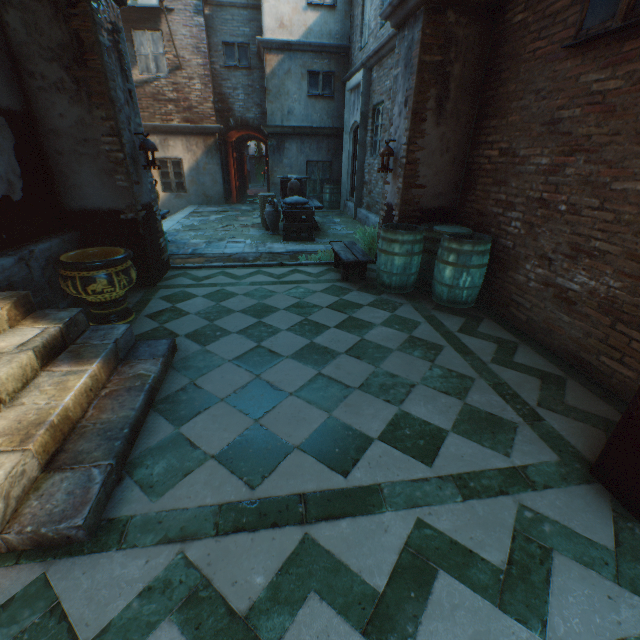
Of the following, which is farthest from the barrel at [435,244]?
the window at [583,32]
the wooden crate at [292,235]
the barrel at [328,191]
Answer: the barrel at [328,191]

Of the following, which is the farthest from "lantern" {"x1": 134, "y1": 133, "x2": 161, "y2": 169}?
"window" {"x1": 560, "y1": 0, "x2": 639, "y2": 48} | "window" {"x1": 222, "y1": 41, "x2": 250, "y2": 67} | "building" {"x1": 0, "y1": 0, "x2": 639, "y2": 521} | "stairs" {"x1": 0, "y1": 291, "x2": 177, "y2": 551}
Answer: "window" {"x1": 222, "y1": 41, "x2": 250, "y2": 67}

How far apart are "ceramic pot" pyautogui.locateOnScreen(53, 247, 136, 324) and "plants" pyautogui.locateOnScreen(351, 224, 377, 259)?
3.9 meters

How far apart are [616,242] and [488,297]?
1.8 meters

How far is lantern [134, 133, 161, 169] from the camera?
4.6m

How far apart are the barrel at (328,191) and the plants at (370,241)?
6.08m

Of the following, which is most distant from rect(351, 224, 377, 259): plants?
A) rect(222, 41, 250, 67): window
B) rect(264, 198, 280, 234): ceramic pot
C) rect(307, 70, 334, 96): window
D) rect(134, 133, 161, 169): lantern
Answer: rect(222, 41, 250, 67): window

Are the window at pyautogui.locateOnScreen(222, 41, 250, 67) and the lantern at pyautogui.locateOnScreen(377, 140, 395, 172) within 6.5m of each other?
no
